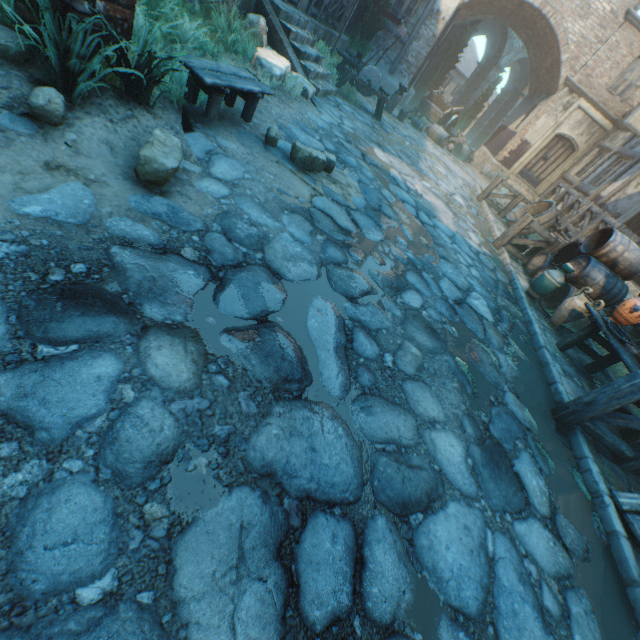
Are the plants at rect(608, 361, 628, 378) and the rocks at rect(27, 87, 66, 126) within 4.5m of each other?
no

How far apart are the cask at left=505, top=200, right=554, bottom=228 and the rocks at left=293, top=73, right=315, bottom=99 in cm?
735

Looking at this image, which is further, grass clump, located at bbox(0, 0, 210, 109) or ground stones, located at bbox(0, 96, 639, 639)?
grass clump, located at bbox(0, 0, 210, 109)

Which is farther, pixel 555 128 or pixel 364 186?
pixel 555 128

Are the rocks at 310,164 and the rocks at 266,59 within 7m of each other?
yes

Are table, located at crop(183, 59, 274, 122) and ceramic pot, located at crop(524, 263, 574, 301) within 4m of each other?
no

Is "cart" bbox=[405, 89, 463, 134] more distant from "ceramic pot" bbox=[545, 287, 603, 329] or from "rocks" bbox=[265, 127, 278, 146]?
"rocks" bbox=[265, 127, 278, 146]

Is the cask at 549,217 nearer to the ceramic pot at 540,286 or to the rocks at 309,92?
the ceramic pot at 540,286
